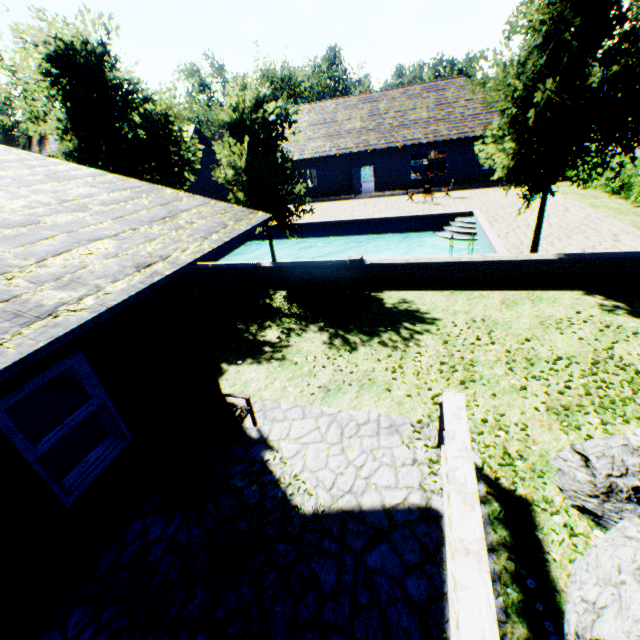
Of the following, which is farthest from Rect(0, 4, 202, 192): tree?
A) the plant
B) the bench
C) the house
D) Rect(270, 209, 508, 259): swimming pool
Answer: the house

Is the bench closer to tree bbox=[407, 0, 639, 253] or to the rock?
the rock

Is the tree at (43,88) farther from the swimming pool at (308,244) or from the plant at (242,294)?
the plant at (242,294)

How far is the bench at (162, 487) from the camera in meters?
4.3 m

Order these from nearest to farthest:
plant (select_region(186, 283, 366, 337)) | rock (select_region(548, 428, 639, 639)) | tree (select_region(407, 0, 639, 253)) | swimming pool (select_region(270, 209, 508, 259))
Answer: rock (select_region(548, 428, 639, 639)) → tree (select_region(407, 0, 639, 253)) → plant (select_region(186, 283, 366, 337)) → swimming pool (select_region(270, 209, 508, 259))

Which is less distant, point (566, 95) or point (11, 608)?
point (11, 608)

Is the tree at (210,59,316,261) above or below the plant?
above

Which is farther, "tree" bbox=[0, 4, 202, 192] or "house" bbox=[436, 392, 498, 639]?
"tree" bbox=[0, 4, 202, 192]
